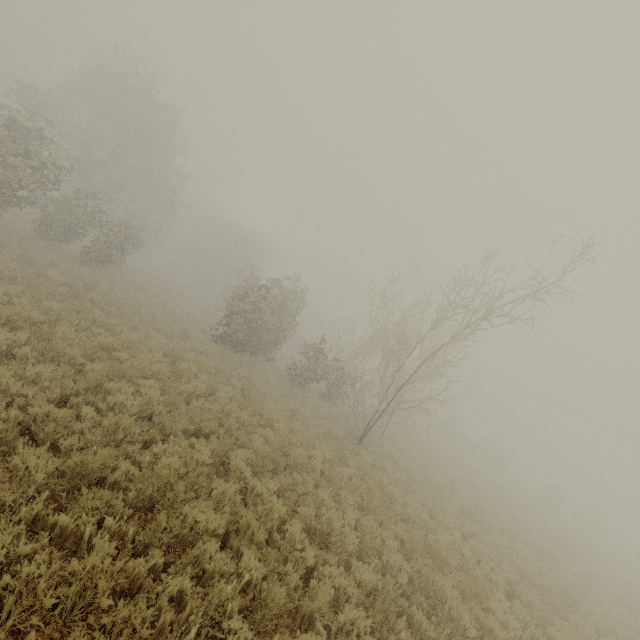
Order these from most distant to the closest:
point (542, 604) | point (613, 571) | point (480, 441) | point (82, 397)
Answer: point (480, 441), point (613, 571), point (542, 604), point (82, 397)
